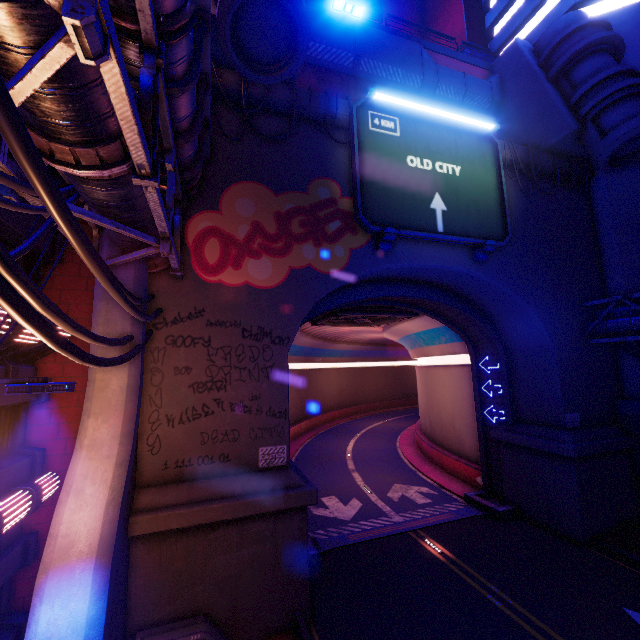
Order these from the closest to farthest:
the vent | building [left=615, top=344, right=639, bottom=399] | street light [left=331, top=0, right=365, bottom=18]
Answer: street light [left=331, top=0, right=365, bottom=18] < building [left=615, top=344, right=639, bottom=399] < the vent

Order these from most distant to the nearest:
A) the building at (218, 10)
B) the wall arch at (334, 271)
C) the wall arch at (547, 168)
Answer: the wall arch at (547, 168), the wall arch at (334, 271), the building at (218, 10)

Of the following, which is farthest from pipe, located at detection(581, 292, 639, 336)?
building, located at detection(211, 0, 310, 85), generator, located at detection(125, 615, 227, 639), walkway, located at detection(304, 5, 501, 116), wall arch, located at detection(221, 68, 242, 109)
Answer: generator, located at detection(125, 615, 227, 639)

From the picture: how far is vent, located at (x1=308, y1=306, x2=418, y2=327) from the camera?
18.7m

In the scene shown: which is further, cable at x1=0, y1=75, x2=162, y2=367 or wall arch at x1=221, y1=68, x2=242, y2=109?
wall arch at x1=221, y1=68, x2=242, y2=109

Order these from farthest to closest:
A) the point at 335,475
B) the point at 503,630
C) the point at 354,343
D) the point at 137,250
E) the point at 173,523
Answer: the point at 354,343
the point at 335,475
the point at 503,630
the point at 173,523
the point at 137,250

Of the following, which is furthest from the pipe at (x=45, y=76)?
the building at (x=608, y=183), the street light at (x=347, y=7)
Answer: the building at (x=608, y=183)

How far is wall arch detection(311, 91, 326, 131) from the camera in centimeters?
1272cm
